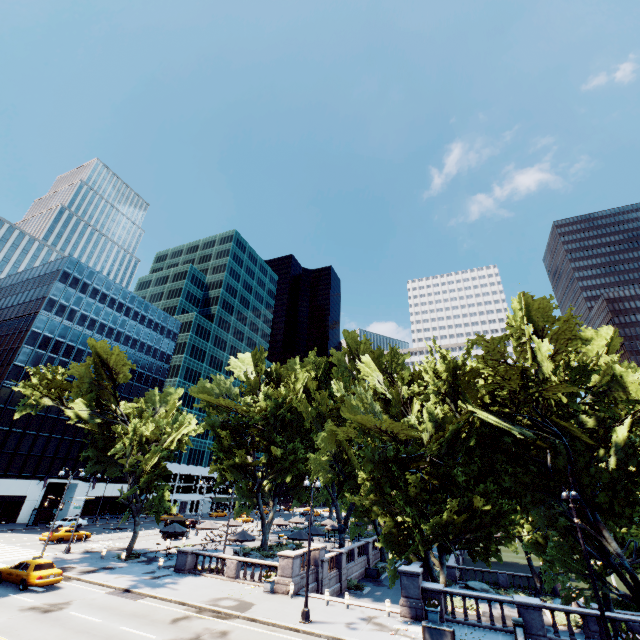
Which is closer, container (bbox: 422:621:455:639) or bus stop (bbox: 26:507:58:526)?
container (bbox: 422:621:455:639)

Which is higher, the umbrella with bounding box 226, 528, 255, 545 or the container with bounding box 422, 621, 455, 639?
the umbrella with bounding box 226, 528, 255, 545

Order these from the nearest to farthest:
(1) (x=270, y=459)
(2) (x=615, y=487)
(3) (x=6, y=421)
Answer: (2) (x=615, y=487) < (1) (x=270, y=459) < (3) (x=6, y=421)

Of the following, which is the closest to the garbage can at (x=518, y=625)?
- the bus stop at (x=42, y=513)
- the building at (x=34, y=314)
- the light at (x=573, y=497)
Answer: the light at (x=573, y=497)

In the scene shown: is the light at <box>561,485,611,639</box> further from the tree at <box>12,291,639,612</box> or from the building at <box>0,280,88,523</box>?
the building at <box>0,280,88,523</box>

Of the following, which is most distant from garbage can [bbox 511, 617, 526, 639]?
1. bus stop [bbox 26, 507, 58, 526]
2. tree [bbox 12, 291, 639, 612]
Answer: bus stop [bbox 26, 507, 58, 526]

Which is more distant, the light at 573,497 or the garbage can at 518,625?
the garbage can at 518,625

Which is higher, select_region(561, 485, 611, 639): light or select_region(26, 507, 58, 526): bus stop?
select_region(561, 485, 611, 639): light
